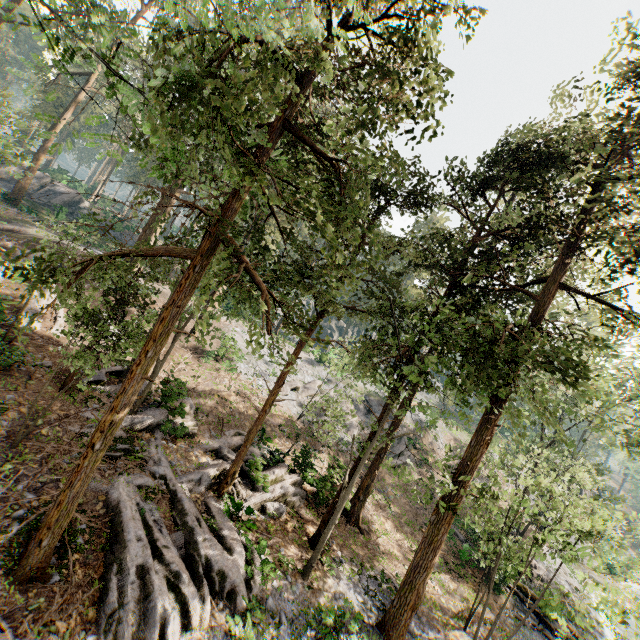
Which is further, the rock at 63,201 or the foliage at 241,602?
the rock at 63,201

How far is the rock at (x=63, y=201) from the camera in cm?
3866

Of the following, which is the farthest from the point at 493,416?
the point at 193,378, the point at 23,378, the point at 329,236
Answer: the point at 23,378

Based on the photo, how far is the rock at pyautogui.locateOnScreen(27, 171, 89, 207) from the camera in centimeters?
3866cm

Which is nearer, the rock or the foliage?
the foliage
